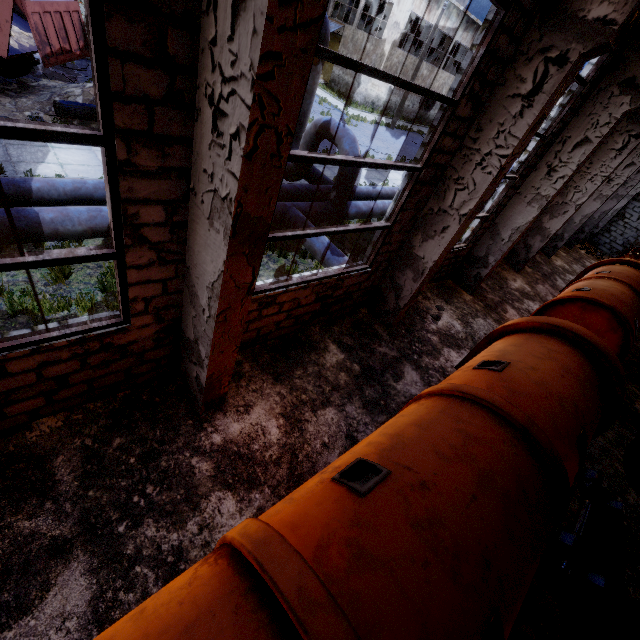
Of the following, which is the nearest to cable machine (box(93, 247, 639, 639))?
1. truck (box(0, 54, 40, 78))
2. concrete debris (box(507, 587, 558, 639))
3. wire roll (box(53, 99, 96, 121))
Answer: concrete debris (box(507, 587, 558, 639))

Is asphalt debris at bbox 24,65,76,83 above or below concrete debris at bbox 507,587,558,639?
below

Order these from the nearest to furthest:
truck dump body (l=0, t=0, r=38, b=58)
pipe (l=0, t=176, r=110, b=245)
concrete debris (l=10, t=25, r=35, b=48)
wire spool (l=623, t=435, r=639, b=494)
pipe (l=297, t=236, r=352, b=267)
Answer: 1. pipe (l=0, t=176, r=110, b=245)
2. wire spool (l=623, t=435, r=639, b=494)
3. pipe (l=297, t=236, r=352, b=267)
4. truck dump body (l=0, t=0, r=38, b=58)
5. concrete debris (l=10, t=25, r=35, b=48)

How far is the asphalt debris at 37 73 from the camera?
11.99m

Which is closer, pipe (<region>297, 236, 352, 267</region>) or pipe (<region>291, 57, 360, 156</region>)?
pipe (<region>297, 236, 352, 267</region>)

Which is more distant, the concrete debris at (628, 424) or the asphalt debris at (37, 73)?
the asphalt debris at (37, 73)

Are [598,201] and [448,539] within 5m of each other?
no

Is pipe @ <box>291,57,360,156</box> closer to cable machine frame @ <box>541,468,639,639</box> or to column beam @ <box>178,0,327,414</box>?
column beam @ <box>178,0,327,414</box>
